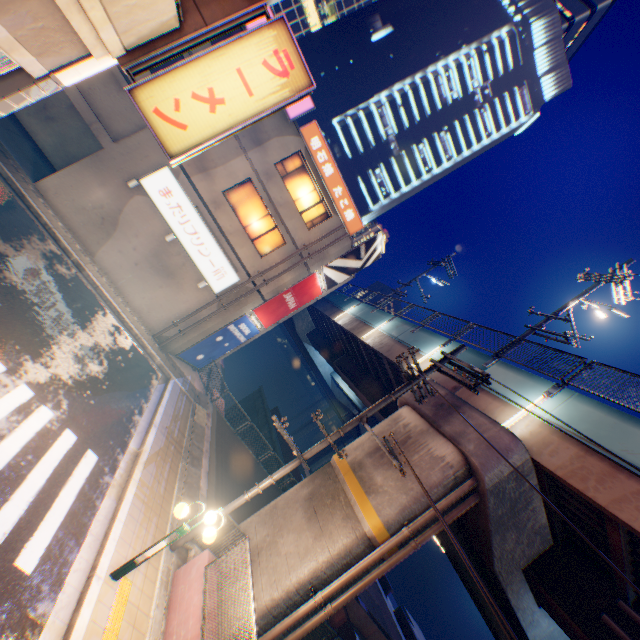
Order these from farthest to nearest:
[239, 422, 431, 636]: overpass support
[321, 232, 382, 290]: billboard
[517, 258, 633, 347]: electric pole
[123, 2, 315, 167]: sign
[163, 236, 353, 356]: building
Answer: [321, 232, 382, 290]: billboard, [163, 236, 353, 356]: building, [517, 258, 633, 347]: electric pole, [239, 422, 431, 636]: overpass support, [123, 2, 315, 167]: sign

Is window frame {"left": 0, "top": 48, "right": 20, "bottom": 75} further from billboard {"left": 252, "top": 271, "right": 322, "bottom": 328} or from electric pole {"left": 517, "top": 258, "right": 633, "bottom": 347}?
Result: electric pole {"left": 517, "top": 258, "right": 633, "bottom": 347}

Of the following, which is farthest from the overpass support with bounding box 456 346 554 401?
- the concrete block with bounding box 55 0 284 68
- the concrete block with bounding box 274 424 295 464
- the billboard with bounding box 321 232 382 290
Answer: the concrete block with bounding box 55 0 284 68

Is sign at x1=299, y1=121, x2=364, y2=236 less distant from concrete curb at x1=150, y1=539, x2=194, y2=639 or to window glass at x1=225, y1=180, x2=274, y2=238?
window glass at x1=225, y1=180, x2=274, y2=238

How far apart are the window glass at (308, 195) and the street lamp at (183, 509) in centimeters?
1445cm

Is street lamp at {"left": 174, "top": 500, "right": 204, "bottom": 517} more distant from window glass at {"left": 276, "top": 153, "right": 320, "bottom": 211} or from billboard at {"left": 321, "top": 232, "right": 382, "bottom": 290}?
window glass at {"left": 276, "top": 153, "right": 320, "bottom": 211}

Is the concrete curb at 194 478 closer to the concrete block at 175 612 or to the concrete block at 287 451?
the concrete block at 175 612

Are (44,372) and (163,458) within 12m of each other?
yes
